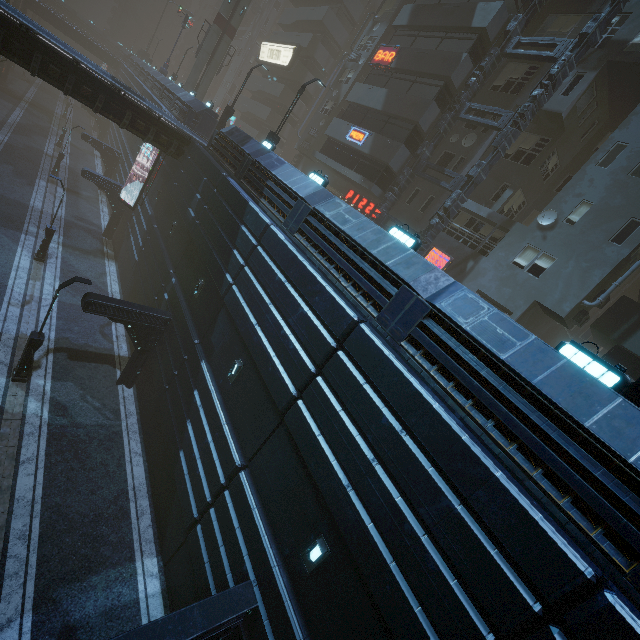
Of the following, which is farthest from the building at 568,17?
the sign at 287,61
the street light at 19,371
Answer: the street light at 19,371

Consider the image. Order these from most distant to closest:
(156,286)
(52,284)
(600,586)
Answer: (52,284) → (156,286) → (600,586)

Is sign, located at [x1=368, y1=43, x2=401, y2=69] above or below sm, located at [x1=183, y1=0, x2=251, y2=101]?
above

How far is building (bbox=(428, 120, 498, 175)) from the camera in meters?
20.8

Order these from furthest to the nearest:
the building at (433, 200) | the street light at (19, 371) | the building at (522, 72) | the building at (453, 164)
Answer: the building at (433, 200) < the building at (453, 164) < the building at (522, 72) < the street light at (19, 371)

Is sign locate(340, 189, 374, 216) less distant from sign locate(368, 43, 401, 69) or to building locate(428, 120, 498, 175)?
building locate(428, 120, 498, 175)

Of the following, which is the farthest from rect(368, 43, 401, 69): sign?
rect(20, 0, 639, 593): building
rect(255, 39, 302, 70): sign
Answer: rect(255, 39, 302, 70): sign

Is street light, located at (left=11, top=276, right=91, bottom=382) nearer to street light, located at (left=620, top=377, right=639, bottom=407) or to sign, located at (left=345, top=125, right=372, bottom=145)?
street light, located at (left=620, top=377, right=639, bottom=407)
